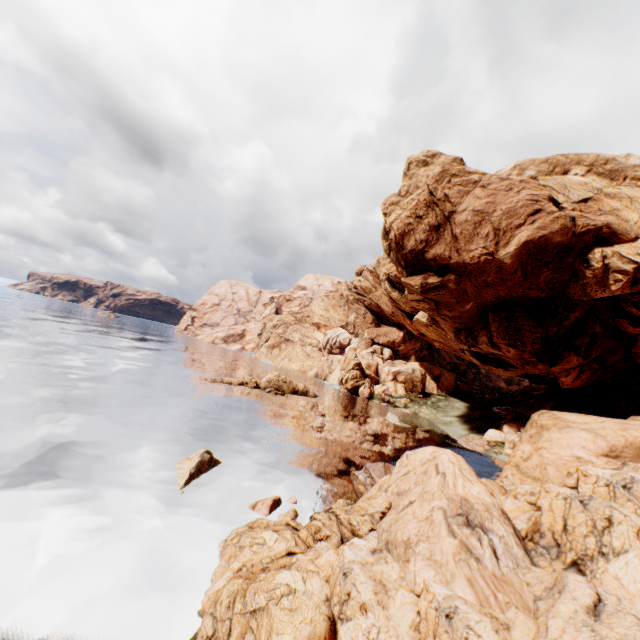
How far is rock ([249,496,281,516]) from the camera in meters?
15.1 m

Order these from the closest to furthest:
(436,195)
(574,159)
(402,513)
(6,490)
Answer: (402,513) → (6,490) → (436,195) → (574,159)

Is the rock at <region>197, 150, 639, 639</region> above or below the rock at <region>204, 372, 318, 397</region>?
above

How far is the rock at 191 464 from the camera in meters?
16.1 m

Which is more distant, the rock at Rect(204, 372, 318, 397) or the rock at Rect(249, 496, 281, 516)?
the rock at Rect(204, 372, 318, 397)

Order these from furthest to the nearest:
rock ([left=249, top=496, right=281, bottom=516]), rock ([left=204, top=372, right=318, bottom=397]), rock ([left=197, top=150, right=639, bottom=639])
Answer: rock ([left=204, top=372, right=318, bottom=397]), rock ([left=249, top=496, right=281, bottom=516]), rock ([left=197, top=150, right=639, bottom=639])

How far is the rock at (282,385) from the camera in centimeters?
4488cm
